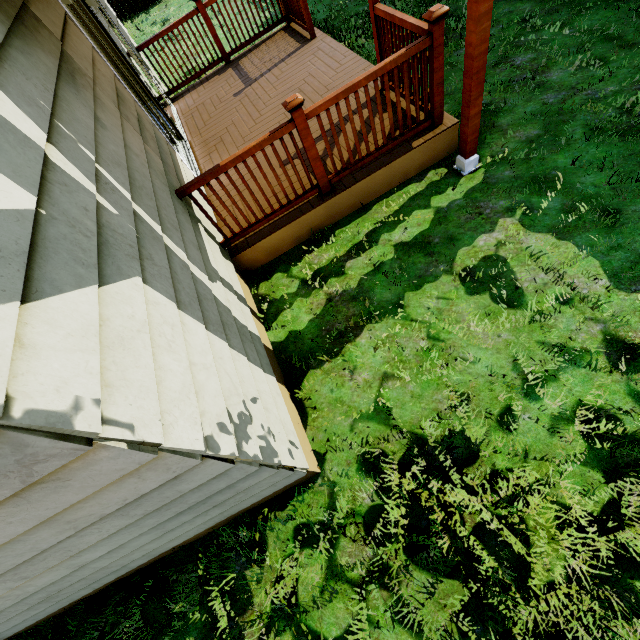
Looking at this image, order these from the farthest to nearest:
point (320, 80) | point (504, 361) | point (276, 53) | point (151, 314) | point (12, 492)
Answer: point (276, 53) → point (320, 80) → point (504, 361) → point (151, 314) → point (12, 492)

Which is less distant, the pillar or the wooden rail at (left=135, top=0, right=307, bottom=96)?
the pillar

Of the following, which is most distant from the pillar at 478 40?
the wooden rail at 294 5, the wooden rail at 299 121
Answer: the wooden rail at 294 5

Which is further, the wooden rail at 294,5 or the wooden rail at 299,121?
the wooden rail at 294,5

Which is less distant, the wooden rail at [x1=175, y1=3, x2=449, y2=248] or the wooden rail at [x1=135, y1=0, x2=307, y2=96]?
the wooden rail at [x1=175, y1=3, x2=449, y2=248]

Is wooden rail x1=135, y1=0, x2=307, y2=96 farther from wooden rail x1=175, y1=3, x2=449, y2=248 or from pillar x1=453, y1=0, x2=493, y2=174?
pillar x1=453, y1=0, x2=493, y2=174
